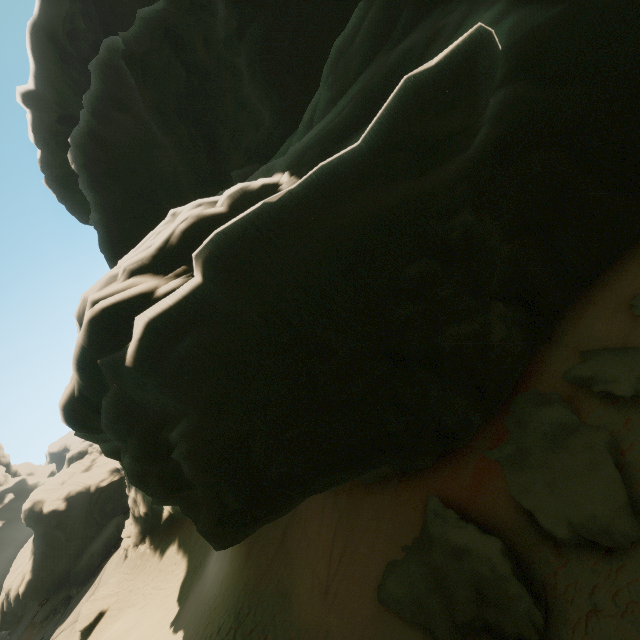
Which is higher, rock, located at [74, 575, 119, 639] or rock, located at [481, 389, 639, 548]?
rock, located at [481, 389, 639, 548]

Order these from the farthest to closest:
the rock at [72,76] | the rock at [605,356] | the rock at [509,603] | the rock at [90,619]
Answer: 1. the rock at [90,619]
2. the rock at [605,356]
3. the rock at [509,603]
4. the rock at [72,76]

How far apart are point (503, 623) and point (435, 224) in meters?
7.5 m

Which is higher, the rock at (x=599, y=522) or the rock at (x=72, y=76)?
the rock at (x=72, y=76)

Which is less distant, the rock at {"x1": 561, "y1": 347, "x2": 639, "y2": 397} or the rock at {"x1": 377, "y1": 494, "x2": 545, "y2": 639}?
the rock at {"x1": 377, "y1": 494, "x2": 545, "y2": 639}
